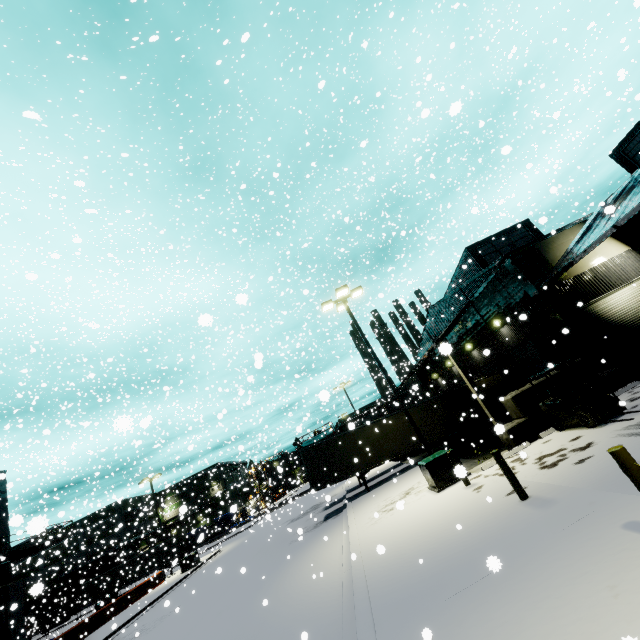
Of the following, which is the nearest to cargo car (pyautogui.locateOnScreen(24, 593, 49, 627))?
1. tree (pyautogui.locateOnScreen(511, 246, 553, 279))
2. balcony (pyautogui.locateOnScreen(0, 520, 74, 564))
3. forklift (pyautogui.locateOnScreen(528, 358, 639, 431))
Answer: balcony (pyautogui.locateOnScreen(0, 520, 74, 564))

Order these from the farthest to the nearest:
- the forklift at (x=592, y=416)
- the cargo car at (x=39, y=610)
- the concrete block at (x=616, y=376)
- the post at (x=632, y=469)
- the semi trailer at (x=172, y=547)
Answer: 1. the semi trailer at (x=172, y=547)
2. the cargo car at (x=39, y=610)
3. the concrete block at (x=616, y=376)
4. the forklift at (x=592, y=416)
5. the post at (x=632, y=469)

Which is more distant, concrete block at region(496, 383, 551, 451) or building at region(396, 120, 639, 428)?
building at region(396, 120, 639, 428)

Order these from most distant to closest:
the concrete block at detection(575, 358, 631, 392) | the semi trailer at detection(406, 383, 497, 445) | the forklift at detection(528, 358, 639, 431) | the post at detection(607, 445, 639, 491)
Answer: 1. the semi trailer at detection(406, 383, 497, 445)
2. the concrete block at detection(575, 358, 631, 392)
3. the forklift at detection(528, 358, 639, 431)
4. the post at detection(607, 445, 639, 491)

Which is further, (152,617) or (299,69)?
(152,617)

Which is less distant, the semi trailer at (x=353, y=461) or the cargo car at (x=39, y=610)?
the semi trailer at (x=353, y=461)

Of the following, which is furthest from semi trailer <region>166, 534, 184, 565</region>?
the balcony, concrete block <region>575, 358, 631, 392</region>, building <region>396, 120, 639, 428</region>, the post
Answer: the post

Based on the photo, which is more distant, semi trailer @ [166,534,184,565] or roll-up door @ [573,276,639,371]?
semi trailer @ [166,534,184,565]
